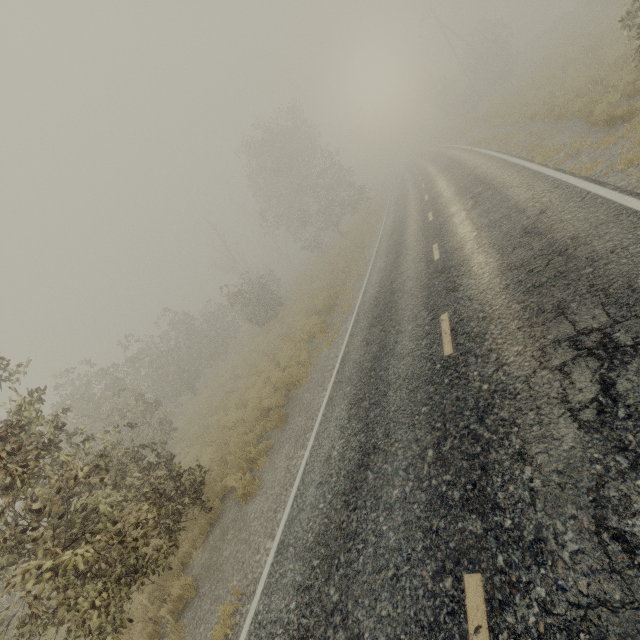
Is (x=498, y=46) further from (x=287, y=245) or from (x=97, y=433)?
(x=97, y=433)

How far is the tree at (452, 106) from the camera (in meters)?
38.97

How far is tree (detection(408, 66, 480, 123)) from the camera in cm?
3897

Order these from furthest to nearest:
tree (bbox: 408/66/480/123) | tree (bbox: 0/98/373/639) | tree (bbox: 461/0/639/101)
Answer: tree (bbox: 408/66/480/123), tree (bbox: 461/0/639/101), tree (bbox: 0/98/373/639)

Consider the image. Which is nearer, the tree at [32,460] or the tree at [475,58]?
the tree at [32,460]

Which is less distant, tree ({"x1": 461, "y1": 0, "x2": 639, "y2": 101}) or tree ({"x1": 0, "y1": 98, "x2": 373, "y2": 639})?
tree ({"x1": 0, "y1": 98, "x2": 373, "y2": 639})

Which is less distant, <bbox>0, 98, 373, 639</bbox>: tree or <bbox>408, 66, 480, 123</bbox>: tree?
<bbox>0, 98, 373, 639</bbox>: tree
